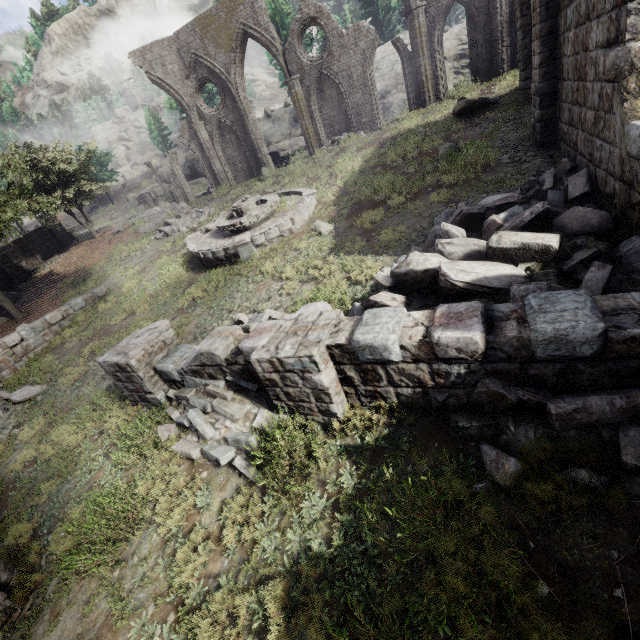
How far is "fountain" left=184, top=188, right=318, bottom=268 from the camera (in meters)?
12.20

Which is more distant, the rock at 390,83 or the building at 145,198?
the building at 145,198

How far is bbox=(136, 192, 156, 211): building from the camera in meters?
39.5

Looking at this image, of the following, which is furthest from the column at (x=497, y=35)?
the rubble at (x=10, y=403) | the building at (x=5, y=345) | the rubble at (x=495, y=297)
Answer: the rubble at (x=10, y=403)

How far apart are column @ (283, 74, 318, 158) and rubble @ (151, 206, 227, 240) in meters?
8.8

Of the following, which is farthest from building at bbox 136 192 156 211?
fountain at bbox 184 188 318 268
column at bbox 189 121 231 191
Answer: column at bbox 189 121 231 191

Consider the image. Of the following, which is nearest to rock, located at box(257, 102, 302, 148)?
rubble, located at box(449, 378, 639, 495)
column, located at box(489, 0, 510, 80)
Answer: column, located at box(489, 0, 510, 80)

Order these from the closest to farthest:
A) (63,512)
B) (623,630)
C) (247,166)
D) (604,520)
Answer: (623,630), (604,520), (63,512), (247,166)
